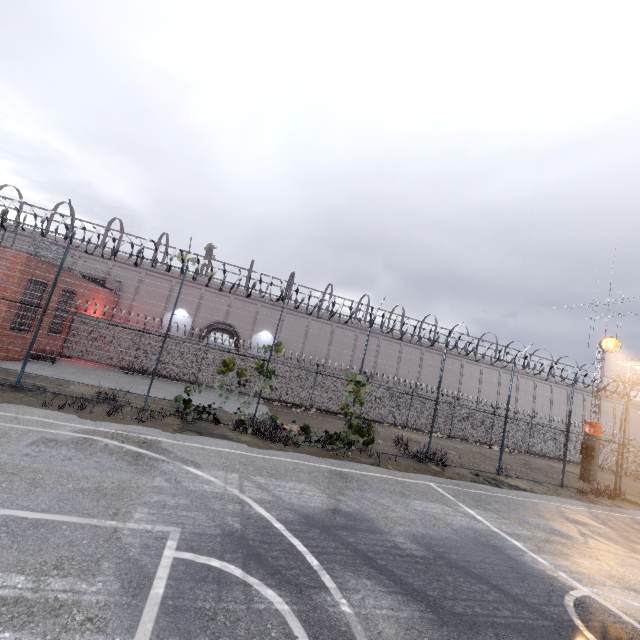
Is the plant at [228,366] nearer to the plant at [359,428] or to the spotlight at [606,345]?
the plant at [359,428]

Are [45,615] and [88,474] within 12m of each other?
yes

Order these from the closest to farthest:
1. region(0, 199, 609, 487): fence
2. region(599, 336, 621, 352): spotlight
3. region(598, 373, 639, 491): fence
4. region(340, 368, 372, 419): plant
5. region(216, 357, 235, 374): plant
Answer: region(0, 199, 609, 487): fence → region(216, 357, 235, 374): plant → region(340, 368, 372, 419): plant → region(598, 373, 639, 491): fence → region(599, 336, 621, 352): spotlight

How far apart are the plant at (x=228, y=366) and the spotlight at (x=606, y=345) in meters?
22.8 m

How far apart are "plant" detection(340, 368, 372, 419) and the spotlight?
17.2m

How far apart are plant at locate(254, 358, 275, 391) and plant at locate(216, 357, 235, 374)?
0.8m

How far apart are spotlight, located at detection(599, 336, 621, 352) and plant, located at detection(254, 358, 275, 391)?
21.3m

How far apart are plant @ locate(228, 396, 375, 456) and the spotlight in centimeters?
1996cm
